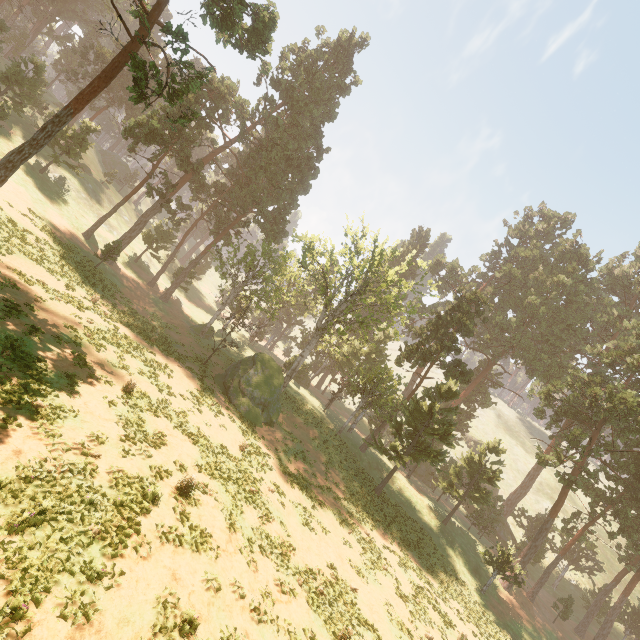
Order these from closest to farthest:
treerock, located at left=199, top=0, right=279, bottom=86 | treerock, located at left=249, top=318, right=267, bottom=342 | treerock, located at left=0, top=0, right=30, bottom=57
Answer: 1. treerock, located at left=199, top=0, right=279, bottom=86
2. treerock, located at left=0, top=0, right=30, bottom=57
3. treerock, located at left=249, top=318, right=267, bottom=342

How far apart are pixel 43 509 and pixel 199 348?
27.58m

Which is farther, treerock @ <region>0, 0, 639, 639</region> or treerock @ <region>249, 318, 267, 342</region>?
treerock @ <region>249, 318, 267, 342</region>

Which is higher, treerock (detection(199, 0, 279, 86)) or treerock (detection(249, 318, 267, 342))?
treerock (detection(199, 0, 279, 86))

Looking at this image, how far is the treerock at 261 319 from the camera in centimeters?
5172cm

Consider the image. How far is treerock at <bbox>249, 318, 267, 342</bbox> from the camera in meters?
51.7 m

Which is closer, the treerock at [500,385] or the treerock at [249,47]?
the treerock at [249,47]
